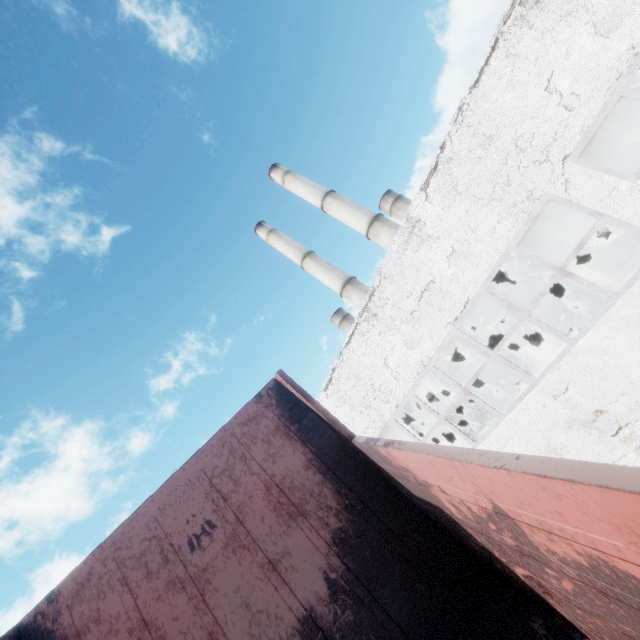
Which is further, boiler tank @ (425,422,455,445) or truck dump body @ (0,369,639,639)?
boiler tank @ (425,422,455,445)

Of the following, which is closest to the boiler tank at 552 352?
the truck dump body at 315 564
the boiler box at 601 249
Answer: the boiler box at 601 249

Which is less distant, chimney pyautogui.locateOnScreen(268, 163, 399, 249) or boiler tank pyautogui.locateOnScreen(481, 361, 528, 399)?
boiler tank pyautogui.locateOnScreen(481, 361, 528, 399)

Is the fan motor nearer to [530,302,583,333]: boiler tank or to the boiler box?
the boiler box

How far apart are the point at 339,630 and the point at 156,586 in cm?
157

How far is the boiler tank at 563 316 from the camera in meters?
16.7 m

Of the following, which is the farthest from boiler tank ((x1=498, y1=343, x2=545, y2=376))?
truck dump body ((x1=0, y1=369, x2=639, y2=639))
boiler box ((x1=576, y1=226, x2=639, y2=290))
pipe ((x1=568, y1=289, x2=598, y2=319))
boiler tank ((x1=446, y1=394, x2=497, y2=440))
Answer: truck dump body ((x1=0, y1=369, x2=639, y2=639))

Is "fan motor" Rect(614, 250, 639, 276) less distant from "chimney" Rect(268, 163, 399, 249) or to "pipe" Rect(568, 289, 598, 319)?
"pipe" Rect(568, 289, 598, 319)
